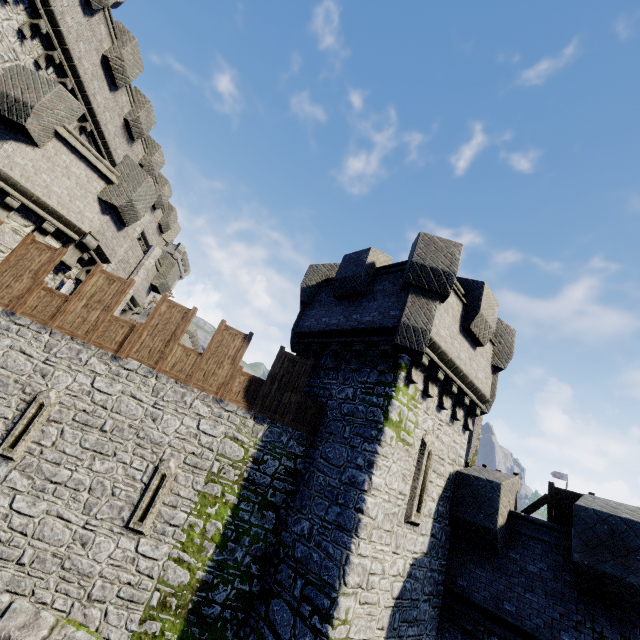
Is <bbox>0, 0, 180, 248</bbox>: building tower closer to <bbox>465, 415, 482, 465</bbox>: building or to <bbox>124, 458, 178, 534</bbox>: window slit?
<bbox>124, 458, 178, 534</bbox>: window slit

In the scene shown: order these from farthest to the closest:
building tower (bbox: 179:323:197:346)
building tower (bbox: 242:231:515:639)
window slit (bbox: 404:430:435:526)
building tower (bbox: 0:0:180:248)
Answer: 1. building tower (bbox: 179:323:197:346)
2. building tower (bbox: 0:0:180:248)
3. window slit (bbox: 404:430:435:526)
4. building tower (bbox: 242:231:515:639)

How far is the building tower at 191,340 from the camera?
53.72m

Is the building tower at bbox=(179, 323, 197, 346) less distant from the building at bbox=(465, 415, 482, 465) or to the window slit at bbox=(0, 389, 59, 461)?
the building at bbox=(465, 415, 482, 465)

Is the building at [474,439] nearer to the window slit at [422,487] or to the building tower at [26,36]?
the window slit at [422,487]

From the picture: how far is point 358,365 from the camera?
9.8m

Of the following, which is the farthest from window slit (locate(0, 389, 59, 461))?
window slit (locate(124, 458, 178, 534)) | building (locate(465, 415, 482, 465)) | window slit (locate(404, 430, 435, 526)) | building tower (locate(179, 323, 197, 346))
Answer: building tower (locate(179, 323, 197, 346))

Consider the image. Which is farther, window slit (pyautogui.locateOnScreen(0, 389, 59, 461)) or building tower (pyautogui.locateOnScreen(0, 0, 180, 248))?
building tower (pyautogui.locateOnScreen(0, 0, 180, 248))
